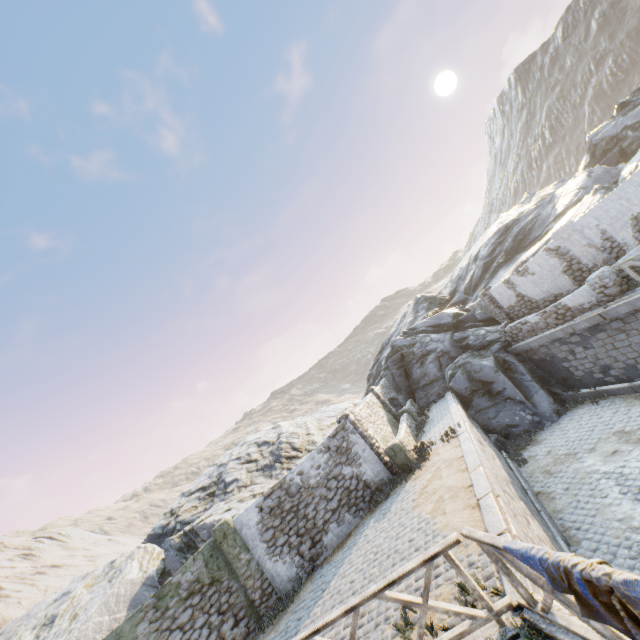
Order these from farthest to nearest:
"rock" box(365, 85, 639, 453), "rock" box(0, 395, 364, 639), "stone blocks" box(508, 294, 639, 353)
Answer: "rock" box(365, 85, 639, 453), "rock" box(0, 395, 364, 639), "stone blocks" box(508, 294, 639, 353)

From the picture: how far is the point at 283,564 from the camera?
10.86m

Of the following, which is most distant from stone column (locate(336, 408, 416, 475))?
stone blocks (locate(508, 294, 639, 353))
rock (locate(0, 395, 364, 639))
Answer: rock (locate(0, 395, 364, 639))

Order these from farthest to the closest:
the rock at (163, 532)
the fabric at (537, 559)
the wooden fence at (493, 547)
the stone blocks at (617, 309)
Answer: the rock at (163, 532), the stone blocks at (617, 309), the wooden fence at (493, 547), the fabric at (537, 559)

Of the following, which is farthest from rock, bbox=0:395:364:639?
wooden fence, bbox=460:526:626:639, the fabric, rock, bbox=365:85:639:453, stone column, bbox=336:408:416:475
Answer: the fabric

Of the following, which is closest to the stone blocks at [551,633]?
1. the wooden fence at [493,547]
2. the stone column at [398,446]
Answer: the wooden fence at [493,547]

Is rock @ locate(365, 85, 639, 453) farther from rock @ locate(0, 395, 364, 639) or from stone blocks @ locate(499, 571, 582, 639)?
rock @ locate(0, 395, 364, 639)

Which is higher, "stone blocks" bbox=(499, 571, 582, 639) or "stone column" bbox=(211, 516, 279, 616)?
"stone column" bbox=(211, 516, 279, 616)
